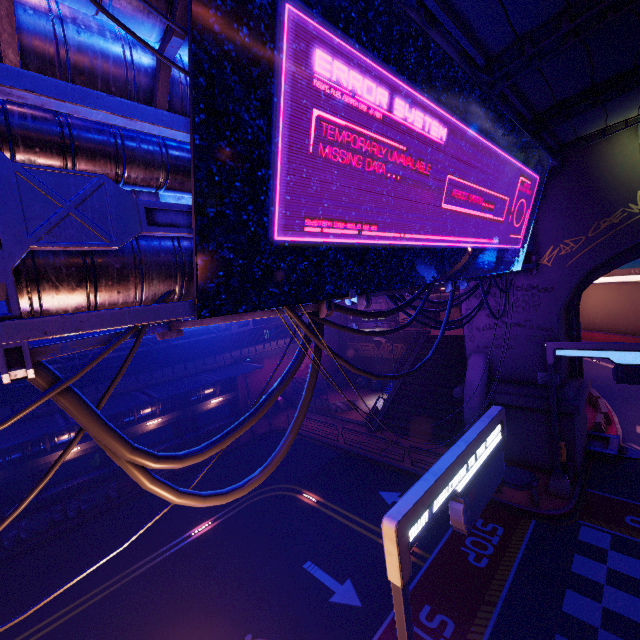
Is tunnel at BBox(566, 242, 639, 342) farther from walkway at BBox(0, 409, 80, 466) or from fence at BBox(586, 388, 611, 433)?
walkway at BBox(0, 409, 80, 466)

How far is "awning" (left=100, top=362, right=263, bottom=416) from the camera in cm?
1958

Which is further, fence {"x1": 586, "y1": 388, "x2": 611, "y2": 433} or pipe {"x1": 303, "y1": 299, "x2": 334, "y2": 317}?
fence {"x1": 586, "y1": 388, "x2": 611, "y2": 433}

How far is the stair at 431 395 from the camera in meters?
23.2

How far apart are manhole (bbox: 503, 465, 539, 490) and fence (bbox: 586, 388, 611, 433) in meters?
8.3

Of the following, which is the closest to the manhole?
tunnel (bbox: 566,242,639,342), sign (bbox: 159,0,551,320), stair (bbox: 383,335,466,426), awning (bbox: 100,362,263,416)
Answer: stair (bbox: 383,335,466,426)

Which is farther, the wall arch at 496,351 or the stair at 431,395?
the stair at 431,395

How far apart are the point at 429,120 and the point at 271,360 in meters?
27.8
